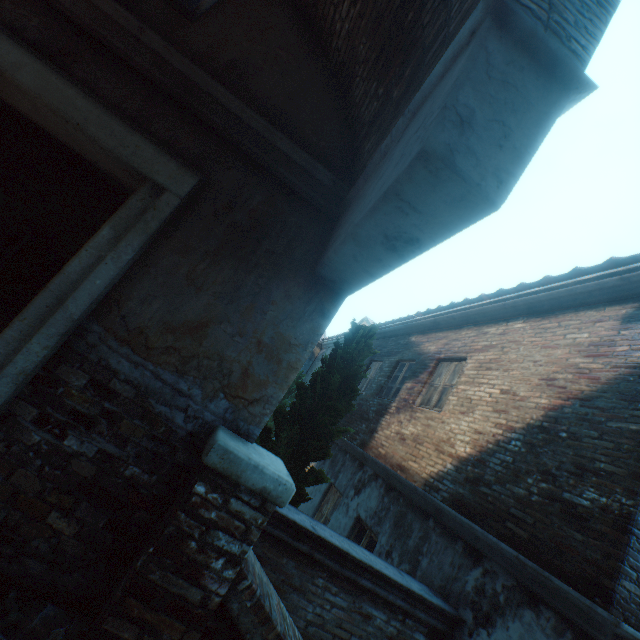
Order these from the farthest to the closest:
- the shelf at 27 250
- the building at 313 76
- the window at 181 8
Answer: the shelf at 27 250, the window at 181 8, the building at 313 76

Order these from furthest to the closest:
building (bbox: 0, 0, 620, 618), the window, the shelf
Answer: the shelf → the window → building (bbox: 0, 0, 620, 618)

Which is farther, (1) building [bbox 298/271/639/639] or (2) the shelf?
(2) the shelf

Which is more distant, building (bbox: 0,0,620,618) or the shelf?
the shelf

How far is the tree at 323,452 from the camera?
4.4m

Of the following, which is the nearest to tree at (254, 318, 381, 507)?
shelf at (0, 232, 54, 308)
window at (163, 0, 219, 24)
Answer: shelf at (0, 232, 54, 308)

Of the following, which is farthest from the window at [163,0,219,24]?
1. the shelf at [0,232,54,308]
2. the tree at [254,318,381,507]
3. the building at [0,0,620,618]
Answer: the tree at [254,318,381,507]

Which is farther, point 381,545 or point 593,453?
point 381,545
